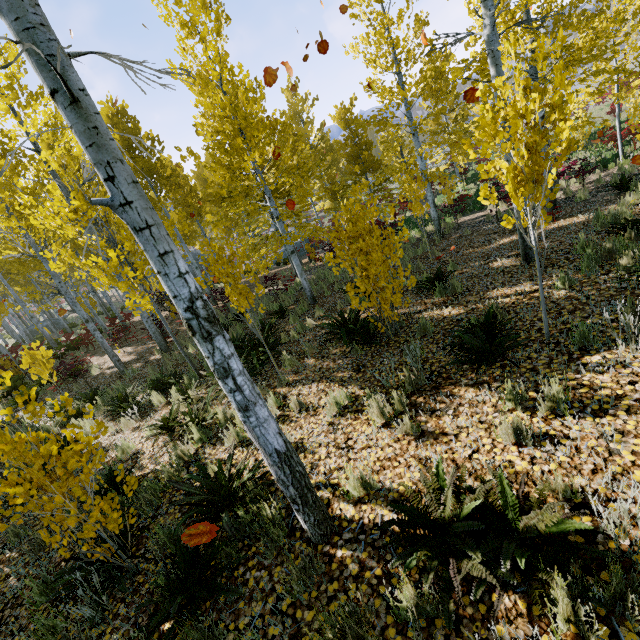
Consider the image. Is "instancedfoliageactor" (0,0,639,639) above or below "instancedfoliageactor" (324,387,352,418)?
above

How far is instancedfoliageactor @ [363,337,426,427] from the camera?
4.0 meters

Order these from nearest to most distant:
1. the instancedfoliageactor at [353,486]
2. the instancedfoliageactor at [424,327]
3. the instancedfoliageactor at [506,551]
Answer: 1. the instancedfoliageactor at [506,551]
2. the instancedfoliageactor at [353,486]
3. the instancedfoliageactor at [424,327]

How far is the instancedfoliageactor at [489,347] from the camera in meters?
3.9

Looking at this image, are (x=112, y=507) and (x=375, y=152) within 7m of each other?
no
